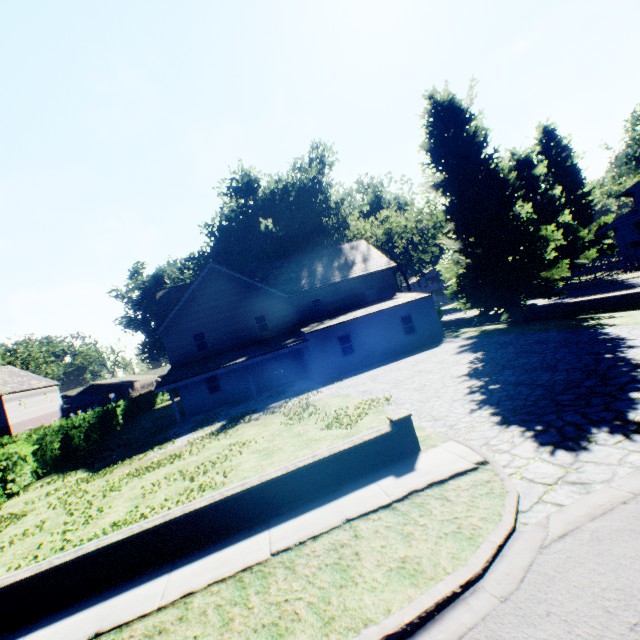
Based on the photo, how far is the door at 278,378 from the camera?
26.4m

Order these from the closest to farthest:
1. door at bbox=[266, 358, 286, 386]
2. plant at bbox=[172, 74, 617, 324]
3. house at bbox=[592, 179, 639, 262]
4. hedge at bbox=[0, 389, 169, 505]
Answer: hedge at bbox=[0, 389, 169, 505] → plant at bbox=[172, 74, 617, 324] → door at bbox=[266, 358, 286, 386] → house at bbox=[592, 179, 639, 262]

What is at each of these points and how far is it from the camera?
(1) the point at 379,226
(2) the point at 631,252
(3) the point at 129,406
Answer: (1) plant, 40.4m
(2) house, 30.4m
(3) hedge, 34.6m

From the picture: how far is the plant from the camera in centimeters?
1892cm

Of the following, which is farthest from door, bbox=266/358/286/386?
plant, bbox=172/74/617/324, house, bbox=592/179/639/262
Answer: house, bbox=592/179/639/262

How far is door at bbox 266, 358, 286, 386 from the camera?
26.4m

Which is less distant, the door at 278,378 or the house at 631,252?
the door at 278,378

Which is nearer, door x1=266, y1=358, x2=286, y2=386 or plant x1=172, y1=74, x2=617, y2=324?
plant x1=172, y1=74, x2=617, y2=324
